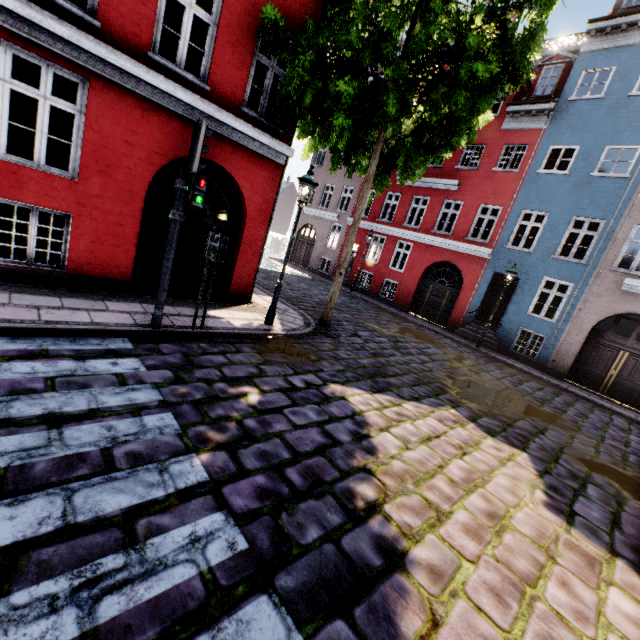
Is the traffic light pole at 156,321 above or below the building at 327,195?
below

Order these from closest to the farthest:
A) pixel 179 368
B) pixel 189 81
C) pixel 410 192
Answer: pixel 179 368
pixel 189 81
pixel 410 192

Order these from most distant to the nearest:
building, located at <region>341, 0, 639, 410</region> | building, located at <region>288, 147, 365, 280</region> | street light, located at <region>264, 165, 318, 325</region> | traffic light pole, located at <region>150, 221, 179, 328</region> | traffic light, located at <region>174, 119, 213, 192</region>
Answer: building, located at <region>288, 147, 365, 280</region>, building, located at <region>341, 0, 639, 410</region>, street light, located at <region>264, 165, 318, 325</region>, traffic light pole, located at <region>150, 221, 179, 328</region>, traffic light, located at <region>174, 119, 213, 192</region>

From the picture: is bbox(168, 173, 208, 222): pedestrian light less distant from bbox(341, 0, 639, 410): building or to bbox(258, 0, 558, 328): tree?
bbox(341, 0, 639, 410): building

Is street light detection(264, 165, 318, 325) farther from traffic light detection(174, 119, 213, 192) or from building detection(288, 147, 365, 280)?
traffic light detection(174, 119, 213, 192)

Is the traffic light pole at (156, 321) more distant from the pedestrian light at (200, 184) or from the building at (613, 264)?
the building at (613, 264)

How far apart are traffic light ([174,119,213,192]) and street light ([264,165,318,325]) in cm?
251

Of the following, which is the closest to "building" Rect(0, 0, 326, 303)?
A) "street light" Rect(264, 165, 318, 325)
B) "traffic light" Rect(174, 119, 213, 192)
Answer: "street light" Rect(264, 165, 318, 325)
